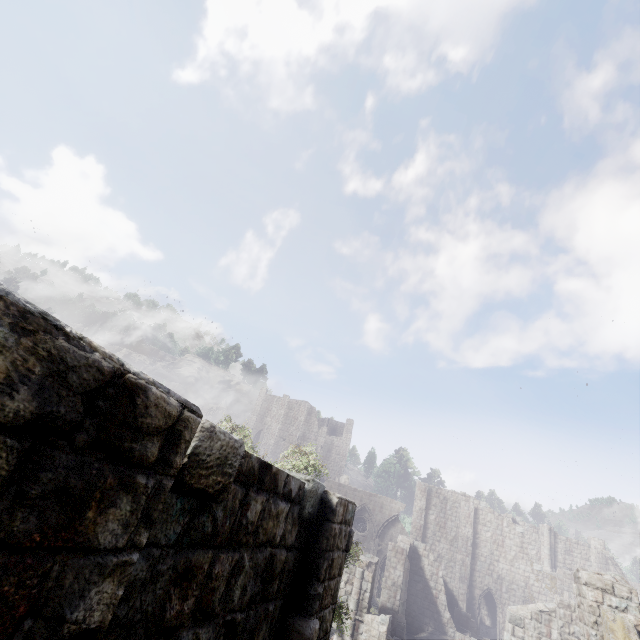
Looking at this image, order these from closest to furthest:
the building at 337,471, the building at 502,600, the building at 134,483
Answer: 1. the building at 134,483
2. the building at 502,600
3. the building at 337,471

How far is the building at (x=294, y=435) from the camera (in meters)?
52.97

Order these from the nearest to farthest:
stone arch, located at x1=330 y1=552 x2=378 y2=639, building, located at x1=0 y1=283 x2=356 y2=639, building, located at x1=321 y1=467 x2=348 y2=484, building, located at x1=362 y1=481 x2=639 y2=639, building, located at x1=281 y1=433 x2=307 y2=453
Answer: building, located at x1=0 y1=283 x2=356 y2=639 < building, located at x1=362 y1=481 x2=639 y2=639 < stone arch, located at x1=330 y1=552 x2=378 y2=639 < building, located at x1=321 y1=467 x2=348 y2=484 < building, located at x1=281 y1=433 x2=307 y2=453

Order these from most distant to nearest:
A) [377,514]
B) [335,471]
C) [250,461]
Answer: [335,471]
[377,514]
[250,461]

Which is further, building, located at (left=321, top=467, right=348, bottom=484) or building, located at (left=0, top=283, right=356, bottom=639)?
building, located at (left=321, top=467, right=348, bottom=484)

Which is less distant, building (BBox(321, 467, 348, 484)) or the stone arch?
the stone arch
